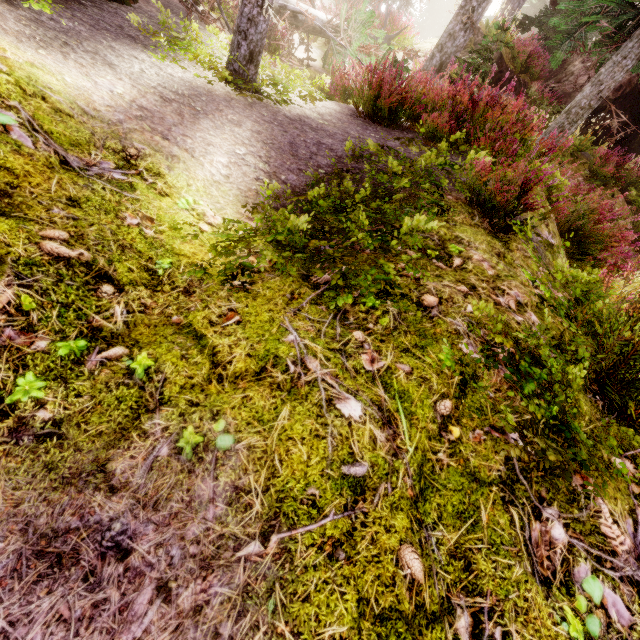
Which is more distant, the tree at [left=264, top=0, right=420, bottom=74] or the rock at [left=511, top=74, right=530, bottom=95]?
the rock at [left=511, top=74, right=530, bottom=95]

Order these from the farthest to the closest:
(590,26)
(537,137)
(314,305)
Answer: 1. (537,137)
2. (590,26)
3. (314,305)

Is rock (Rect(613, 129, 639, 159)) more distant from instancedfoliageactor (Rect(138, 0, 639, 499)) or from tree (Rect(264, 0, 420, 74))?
tree (Rect(264, 0, 420, 74))

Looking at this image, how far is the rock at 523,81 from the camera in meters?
12.5 m

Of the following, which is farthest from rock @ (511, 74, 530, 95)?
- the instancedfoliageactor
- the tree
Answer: the tree

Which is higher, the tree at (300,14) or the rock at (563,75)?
the rock at (563,75)
